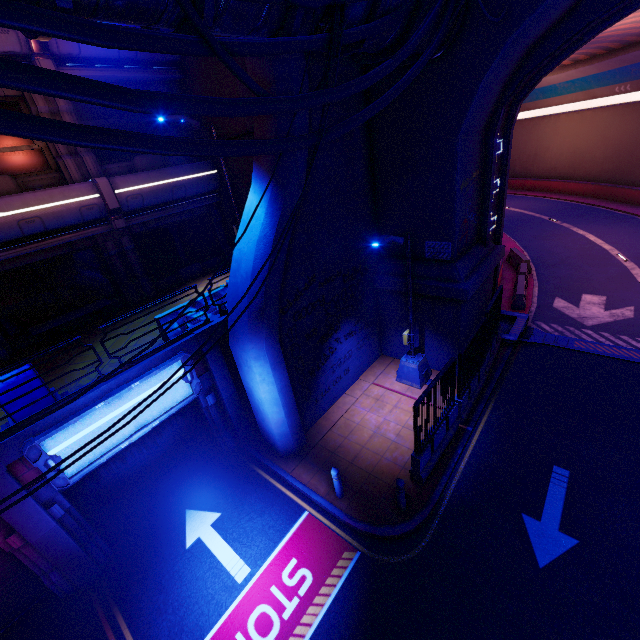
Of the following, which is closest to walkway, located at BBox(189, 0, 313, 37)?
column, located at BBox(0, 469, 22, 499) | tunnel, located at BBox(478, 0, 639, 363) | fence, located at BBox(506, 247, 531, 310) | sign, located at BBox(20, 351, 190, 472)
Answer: tunnel, located at BBox(478, 0, 639, 363)

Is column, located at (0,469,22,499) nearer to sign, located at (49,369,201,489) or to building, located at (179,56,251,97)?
sign, located at (49,369,201,489)

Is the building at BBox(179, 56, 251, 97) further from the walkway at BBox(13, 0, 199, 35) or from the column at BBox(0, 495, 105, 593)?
the column at BBox(0, 495, 105, 593)

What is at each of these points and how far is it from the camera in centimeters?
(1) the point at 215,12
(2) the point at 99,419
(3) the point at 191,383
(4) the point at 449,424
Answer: (1) walkway, 404cm
(2) sign, 743cm
(3) sign, 909cm
(4) fence, 986cm

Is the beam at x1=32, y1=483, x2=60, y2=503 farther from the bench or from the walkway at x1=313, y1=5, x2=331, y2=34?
the walkway at x1=313, y1=5, x2=331, y2=34

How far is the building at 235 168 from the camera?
12.80m

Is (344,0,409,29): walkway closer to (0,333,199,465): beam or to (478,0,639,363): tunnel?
(478,0,639,363): tunnel
